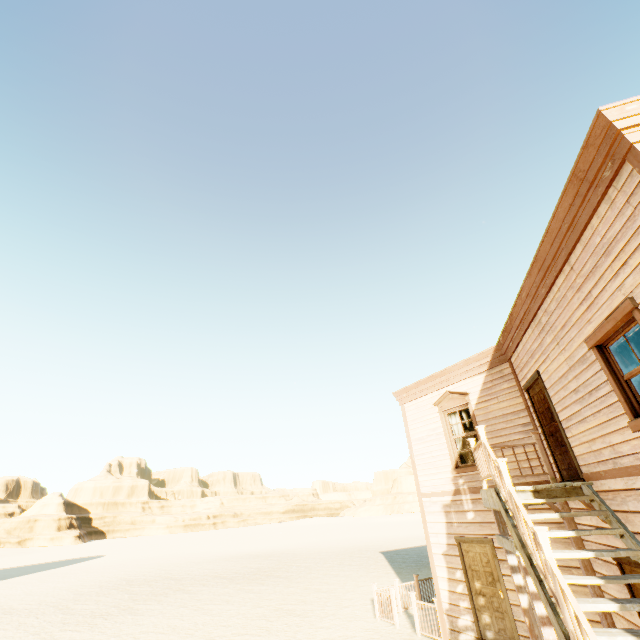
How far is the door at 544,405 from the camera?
6.2m

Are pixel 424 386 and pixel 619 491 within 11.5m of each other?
yes

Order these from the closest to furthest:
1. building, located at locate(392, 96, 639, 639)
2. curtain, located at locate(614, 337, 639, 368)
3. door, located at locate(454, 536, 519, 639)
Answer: building, located at locate(392, 96, 639, 639) → curtain, located at locate(614, 337, 639, 368) → door, located at locate(454, 536, 519, 639)

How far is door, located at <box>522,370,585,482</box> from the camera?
6.2m

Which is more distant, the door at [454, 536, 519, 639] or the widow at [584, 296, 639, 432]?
the door at [454, 536, 519, 639]

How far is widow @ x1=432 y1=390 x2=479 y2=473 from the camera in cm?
922

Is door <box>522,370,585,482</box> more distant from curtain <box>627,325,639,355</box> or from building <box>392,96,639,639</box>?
curtain <box>627,325,639,355</box>

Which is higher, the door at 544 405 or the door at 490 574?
the door at 544 405
